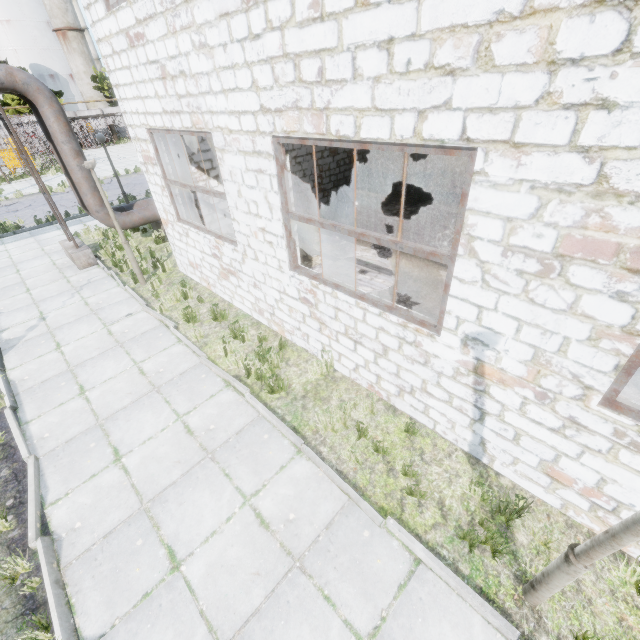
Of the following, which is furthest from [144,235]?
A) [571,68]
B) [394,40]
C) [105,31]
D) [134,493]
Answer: [571,68]

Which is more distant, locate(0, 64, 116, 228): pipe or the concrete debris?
the concrete debris

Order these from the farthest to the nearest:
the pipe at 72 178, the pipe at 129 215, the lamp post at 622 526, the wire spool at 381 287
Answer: the pipe at 129 215, the pipe at 72 178, the wire spool at 381 287, the lamp post at 622 526

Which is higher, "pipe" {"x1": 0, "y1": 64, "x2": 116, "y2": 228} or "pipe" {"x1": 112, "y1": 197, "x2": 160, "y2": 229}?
"pipe" {"x1": 0, "y1": 64, "x2": 116, "y2": 228}

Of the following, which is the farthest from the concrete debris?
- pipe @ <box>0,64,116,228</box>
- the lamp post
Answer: the lamp post

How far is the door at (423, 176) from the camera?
11.6m

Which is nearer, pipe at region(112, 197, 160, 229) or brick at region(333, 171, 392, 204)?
pipe at region(112, 197, 160, 229)

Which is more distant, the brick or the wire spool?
the brick
